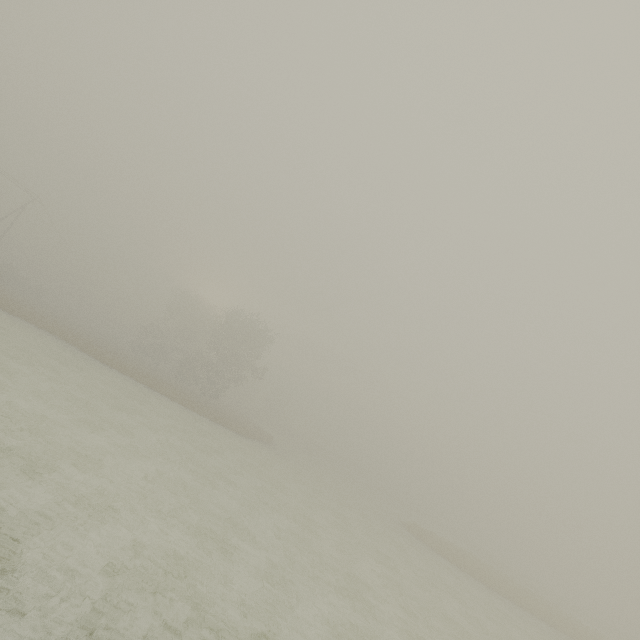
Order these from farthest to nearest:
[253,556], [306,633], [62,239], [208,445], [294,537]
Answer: [62,239] < [208,445] < [294,537] < [253,556] < [306,633]
